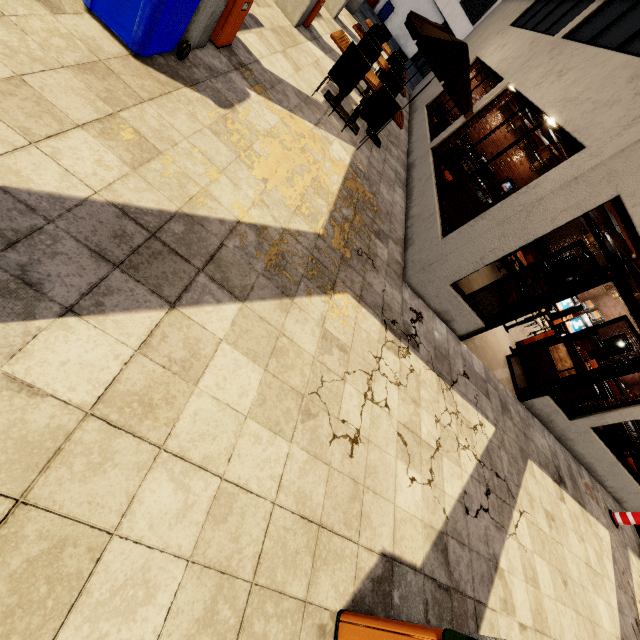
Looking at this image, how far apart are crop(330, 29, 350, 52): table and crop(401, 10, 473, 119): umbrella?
0.87m

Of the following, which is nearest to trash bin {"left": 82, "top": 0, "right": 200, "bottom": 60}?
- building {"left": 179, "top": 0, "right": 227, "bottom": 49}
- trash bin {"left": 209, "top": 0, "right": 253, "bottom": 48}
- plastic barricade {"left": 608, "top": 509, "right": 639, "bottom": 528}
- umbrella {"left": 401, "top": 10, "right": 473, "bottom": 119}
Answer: building {"left": 179, "top": 0, "right": 227, "bottom": 49}

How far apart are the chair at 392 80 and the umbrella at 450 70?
0.8 meters

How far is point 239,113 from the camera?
3.9m

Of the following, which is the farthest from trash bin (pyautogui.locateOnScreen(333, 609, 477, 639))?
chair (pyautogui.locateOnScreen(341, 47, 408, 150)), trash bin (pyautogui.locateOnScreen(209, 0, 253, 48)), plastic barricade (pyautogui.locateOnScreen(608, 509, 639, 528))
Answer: plastic barricade (pyautogui.locateOnScreen(608, 509, 639, 528))

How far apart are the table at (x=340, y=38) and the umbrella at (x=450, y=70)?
0.9m

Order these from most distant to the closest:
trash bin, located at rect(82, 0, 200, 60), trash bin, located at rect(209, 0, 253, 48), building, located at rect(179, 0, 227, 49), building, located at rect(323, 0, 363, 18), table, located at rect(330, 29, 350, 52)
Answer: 1. building, located at rect(323, 0, 363, 18)
2. table, located at rect(330, 29, 350, 52)
3. trash bin, located at rect(209, 0, 253, 48)
4. building, located at rect(179, 0, 227, 49)
5. trash bin, located at rect(82, 0, 200, 60)

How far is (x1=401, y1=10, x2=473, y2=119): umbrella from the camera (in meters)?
5.78
